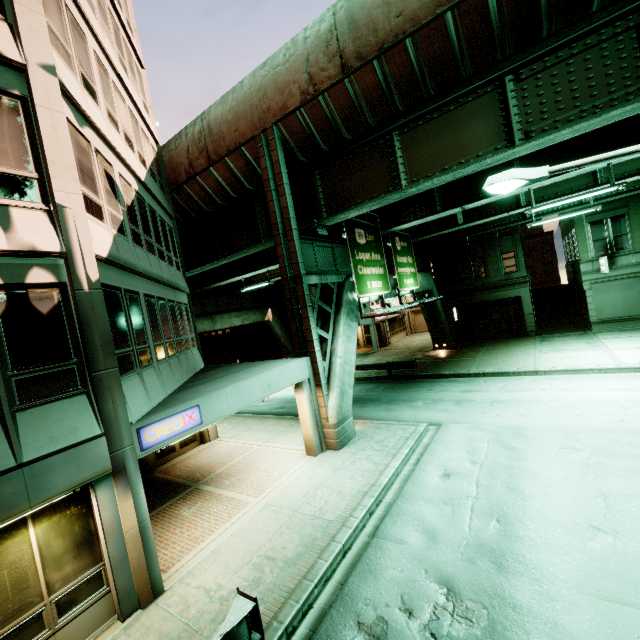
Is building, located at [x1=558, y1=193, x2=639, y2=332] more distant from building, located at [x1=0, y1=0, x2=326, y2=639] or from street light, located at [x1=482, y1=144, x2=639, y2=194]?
building, located at [x1=0, y1=0, x2=326, y2=639]

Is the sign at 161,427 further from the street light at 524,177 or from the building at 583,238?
the building at 583,238

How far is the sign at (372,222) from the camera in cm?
1463

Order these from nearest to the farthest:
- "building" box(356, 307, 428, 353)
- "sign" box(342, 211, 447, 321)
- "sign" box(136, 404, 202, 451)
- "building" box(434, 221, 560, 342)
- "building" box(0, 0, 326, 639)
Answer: "building" box(0, 0, 326, 639) < "sign" box(136, 404, 202, 451) < "sign" box(342, 211, 447, 321) < "building" box(434, 221, 560, 342) < "building" box(356, 307, 428, 353)

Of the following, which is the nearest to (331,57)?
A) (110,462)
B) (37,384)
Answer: (37,384)

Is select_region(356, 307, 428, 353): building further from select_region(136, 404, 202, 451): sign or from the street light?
select_region(136, 404, 202, 451): sign

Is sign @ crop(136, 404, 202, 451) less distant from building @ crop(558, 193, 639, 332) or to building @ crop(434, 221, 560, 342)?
building @ crop(434, 221, 560, 342)

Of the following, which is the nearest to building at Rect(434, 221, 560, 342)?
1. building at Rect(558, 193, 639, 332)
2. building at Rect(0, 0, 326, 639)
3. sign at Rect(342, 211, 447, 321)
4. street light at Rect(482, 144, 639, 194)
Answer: building at Rect(558, 193, 639, 332)
